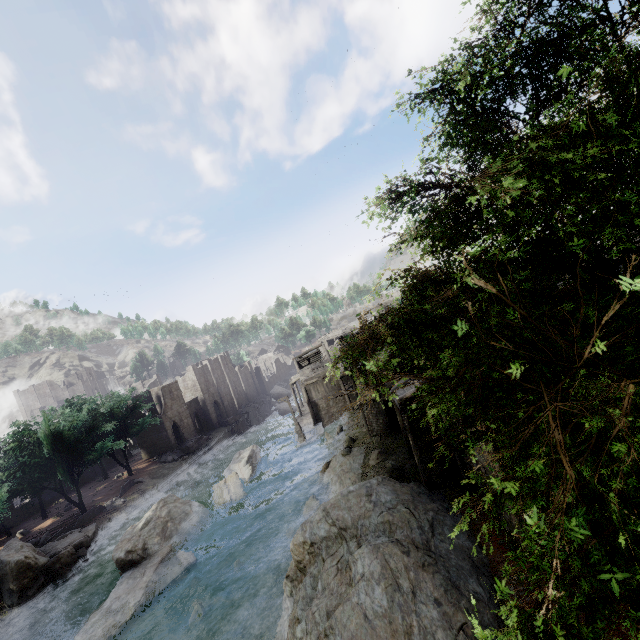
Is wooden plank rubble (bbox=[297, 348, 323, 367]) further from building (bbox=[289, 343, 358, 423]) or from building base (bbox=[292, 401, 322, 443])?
building base (bbox=[292, 401, 322, 443])

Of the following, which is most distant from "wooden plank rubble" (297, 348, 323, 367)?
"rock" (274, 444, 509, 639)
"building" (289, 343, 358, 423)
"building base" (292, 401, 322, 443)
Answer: "rock" (274, 444, 509, 639)

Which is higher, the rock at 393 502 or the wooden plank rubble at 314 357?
the wooden plank rubble at 314 357

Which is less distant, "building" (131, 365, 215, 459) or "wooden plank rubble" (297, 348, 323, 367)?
"wooden plank rubble" (297, 348, 323, 367)

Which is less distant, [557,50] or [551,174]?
[551,174]

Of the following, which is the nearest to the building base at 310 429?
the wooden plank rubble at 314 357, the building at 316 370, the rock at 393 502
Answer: the building at 316 370
